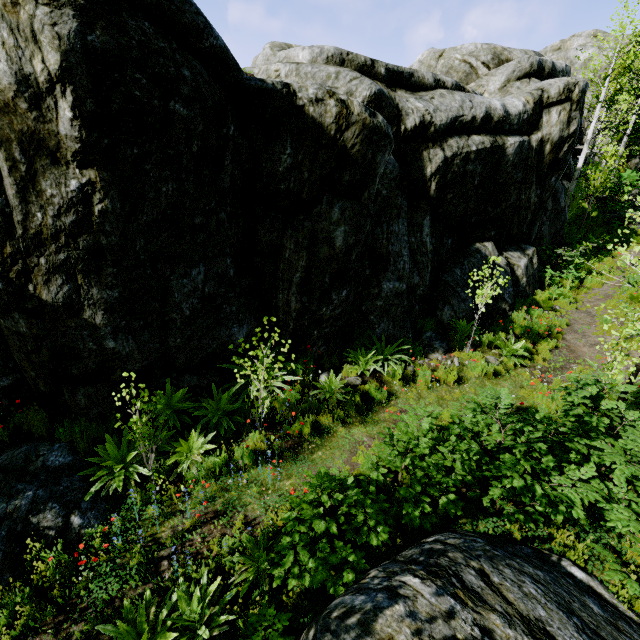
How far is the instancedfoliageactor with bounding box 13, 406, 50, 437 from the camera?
5.9m

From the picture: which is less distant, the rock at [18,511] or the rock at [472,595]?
the rock at [472,595]

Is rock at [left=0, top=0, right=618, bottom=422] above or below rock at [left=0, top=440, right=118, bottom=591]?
above

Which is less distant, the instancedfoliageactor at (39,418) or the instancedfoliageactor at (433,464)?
the instancedfoliageactor at (433,464)

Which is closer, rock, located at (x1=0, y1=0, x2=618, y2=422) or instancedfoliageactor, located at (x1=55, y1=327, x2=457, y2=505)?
rock, located at (x1=0, y1=0, x2=618, y2=422)

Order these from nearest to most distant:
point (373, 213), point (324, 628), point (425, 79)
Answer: point (324, 628)
point (373, 213)
point (425, 79)

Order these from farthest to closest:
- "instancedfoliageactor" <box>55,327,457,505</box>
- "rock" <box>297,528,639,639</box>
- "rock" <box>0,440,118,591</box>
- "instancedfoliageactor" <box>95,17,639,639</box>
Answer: "instancedfoliageactor" <box>55,327,457,505</box> < "rock" <box>0,440,118,591</box> < "instancedfoliageactor" <box>95,17,639,639</box> < "rock" <box>297,528,639,639</box>
